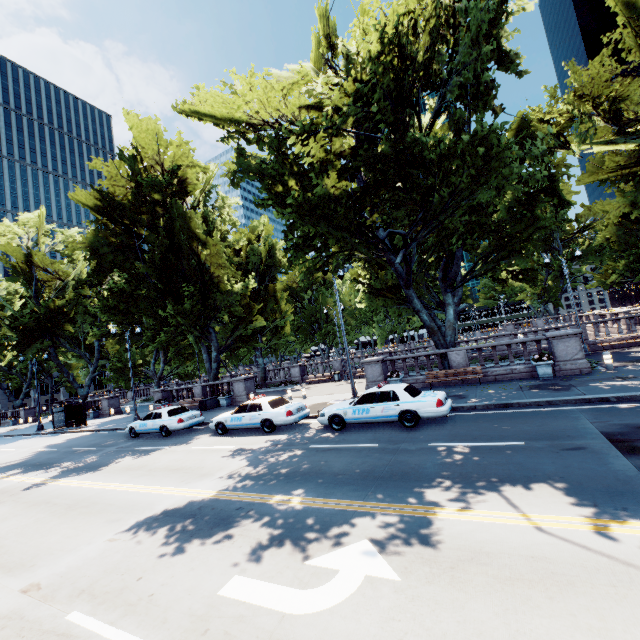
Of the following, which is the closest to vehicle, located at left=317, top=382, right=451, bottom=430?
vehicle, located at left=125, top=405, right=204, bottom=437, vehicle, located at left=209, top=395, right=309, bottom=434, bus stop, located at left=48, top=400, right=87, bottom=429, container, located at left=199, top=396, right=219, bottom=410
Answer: vehicle, located at left=209, top=395, right=309, bottom=434

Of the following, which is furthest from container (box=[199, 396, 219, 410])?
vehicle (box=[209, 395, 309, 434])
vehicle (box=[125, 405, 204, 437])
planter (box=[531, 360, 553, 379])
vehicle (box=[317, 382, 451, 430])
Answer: planter (box=[531, 360, 553, 379])

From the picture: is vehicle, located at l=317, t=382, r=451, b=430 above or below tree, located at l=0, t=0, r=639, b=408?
below

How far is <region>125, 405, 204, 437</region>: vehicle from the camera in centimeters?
1765cm

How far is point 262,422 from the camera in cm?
1477

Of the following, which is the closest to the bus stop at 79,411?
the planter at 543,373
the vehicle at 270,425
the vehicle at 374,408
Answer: the vehicle at 270,425

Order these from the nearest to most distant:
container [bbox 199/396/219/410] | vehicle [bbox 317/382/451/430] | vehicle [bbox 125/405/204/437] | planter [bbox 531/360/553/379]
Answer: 1. vehicle [bbox 317/382/451/430]
2. planter [bbox 531/360/553/379]
3. vehicle [bbox 125/405/204/437]
4. container [bbox 199/396/219/410]

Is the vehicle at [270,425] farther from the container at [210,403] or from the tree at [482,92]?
the container at [210,403]
